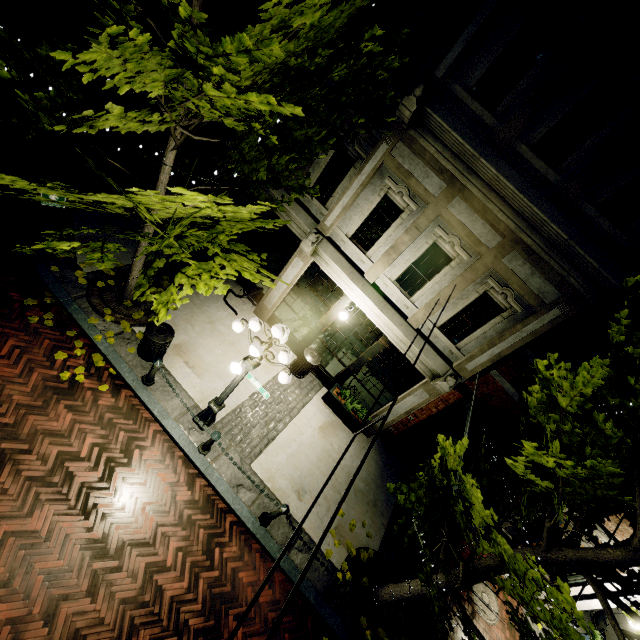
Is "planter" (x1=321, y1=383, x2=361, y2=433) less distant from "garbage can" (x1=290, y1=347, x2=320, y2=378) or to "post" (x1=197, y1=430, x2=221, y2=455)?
"garbage can" (x1=290, y1=347, x2=320, y2=378)

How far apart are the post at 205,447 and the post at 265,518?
1.2m

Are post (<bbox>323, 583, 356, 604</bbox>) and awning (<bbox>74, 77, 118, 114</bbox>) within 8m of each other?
no

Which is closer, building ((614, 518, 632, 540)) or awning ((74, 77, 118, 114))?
awning ((74, 77, 118, 114))

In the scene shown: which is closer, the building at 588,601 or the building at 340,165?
the building at 340,165

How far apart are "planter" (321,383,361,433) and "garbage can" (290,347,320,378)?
0.8 meters

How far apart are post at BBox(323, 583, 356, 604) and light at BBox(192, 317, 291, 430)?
3.9 meters

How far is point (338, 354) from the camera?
9.8 meters
